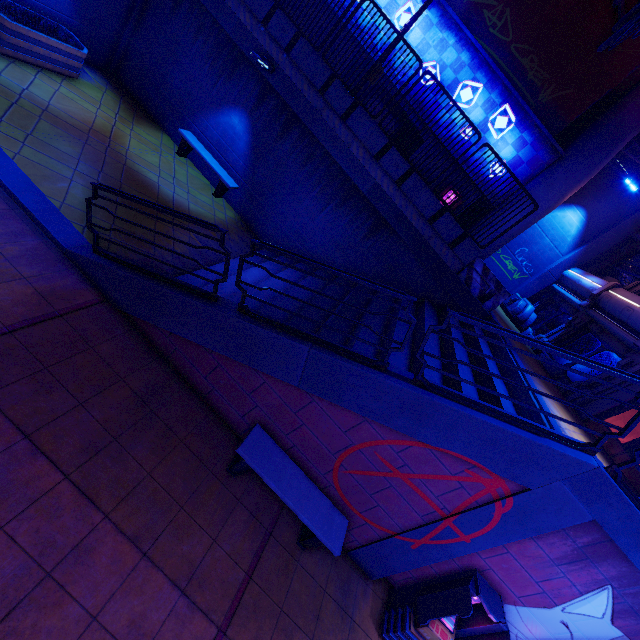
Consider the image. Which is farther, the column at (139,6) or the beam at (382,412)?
the column at (139,6)

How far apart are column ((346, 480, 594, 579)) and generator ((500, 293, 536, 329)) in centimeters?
1650cm

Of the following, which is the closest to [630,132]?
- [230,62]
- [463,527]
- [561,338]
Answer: [561,338]

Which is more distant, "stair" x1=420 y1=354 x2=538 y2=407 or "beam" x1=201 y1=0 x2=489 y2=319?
"beam" x1=201 y1=0 x2=489 y2=319

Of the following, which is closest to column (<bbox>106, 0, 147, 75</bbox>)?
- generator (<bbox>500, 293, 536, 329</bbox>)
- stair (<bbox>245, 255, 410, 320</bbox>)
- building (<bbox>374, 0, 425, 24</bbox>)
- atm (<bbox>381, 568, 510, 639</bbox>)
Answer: building (<bbox>374, 0, 425, 24</bbox>)

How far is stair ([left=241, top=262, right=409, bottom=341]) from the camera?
7.73m

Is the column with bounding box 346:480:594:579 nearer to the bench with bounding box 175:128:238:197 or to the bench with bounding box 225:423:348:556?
the bench with bounding box 225:423:348:556

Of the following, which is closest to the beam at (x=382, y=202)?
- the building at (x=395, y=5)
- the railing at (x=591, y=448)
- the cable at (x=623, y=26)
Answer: the building at (x=395, y=5)
